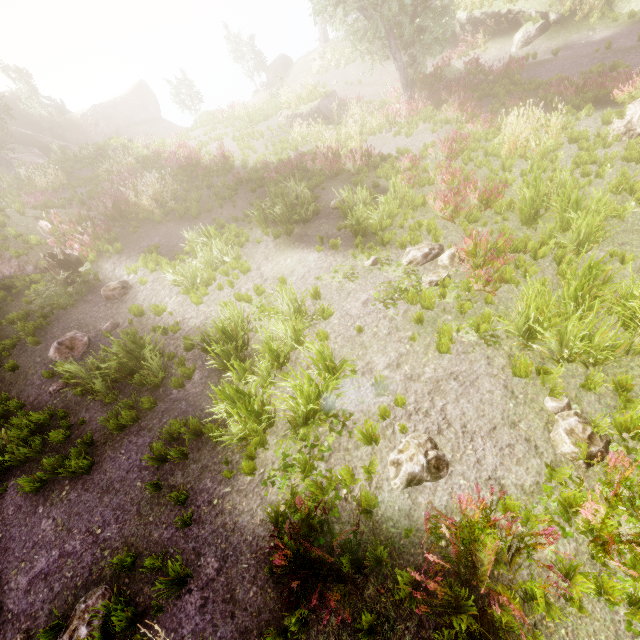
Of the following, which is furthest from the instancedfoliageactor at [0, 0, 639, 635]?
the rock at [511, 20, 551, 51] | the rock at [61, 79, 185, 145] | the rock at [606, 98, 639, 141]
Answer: the rock at [511, 20, 551, 51]

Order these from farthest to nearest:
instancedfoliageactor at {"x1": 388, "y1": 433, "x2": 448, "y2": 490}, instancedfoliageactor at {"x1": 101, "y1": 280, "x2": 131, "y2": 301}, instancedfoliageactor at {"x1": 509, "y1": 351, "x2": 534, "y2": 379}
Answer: instancedfoliageactor at {"x1": 101, "y1": 280, "x2": 131, "y2": 301} < instancedfoliageactor at {"x1": 509, "y1": 351, "x2": 534, "y2": 379} < instancedfoliageactor at {"x1": 388, "y1": 433, "x2": 448, "y2": 490}

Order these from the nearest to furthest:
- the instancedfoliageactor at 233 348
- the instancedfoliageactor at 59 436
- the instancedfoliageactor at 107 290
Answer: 1. the instancedfoliageactor at 233 348
2. the instancedfoliageactor at 59 436
3. the instancedfoliageactor at 107 290

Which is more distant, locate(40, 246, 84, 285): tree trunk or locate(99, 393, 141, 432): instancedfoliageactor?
locate(40, 246, 84, 285): tree trunk

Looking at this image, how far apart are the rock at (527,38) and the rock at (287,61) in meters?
23.1 m

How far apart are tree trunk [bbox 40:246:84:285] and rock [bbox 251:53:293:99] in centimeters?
3227cm

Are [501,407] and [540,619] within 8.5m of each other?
yes

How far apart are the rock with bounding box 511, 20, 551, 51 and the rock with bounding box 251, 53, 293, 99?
23.1m
